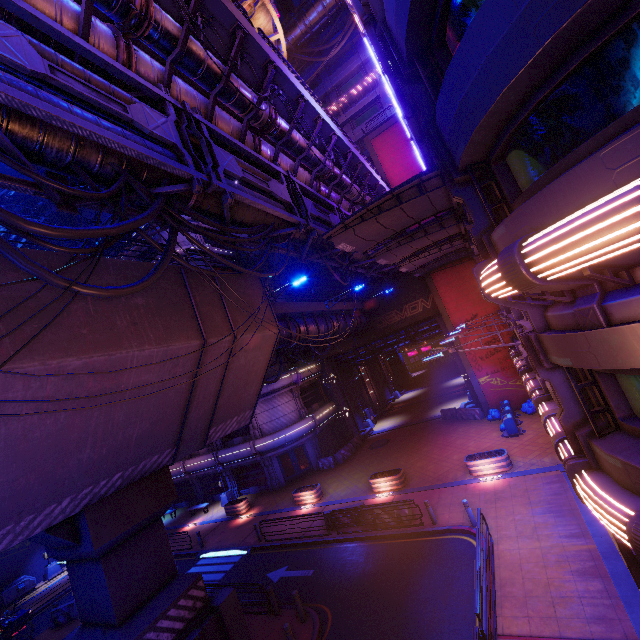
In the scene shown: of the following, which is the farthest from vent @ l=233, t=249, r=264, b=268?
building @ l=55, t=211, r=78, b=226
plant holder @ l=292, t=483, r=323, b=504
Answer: plant holder @ l=292, t=483, r=323, b=504

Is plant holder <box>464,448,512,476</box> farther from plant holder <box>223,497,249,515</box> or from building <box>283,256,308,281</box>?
building <box>283,256,308,281</box>

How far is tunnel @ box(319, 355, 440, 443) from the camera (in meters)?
32.97

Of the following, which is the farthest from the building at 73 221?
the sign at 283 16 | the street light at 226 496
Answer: the street light at 226 496

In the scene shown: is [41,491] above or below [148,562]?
above

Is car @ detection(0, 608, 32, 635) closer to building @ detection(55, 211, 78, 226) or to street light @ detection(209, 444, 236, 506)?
street light @ detection(209, 444, 236, 506)

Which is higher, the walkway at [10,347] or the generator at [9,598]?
the walkway at [10,347]

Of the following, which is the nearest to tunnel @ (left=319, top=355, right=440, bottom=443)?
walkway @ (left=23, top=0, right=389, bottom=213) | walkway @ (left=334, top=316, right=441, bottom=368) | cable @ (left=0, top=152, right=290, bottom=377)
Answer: walkway @ (left=334, top=316, right=441, bottom=368)
